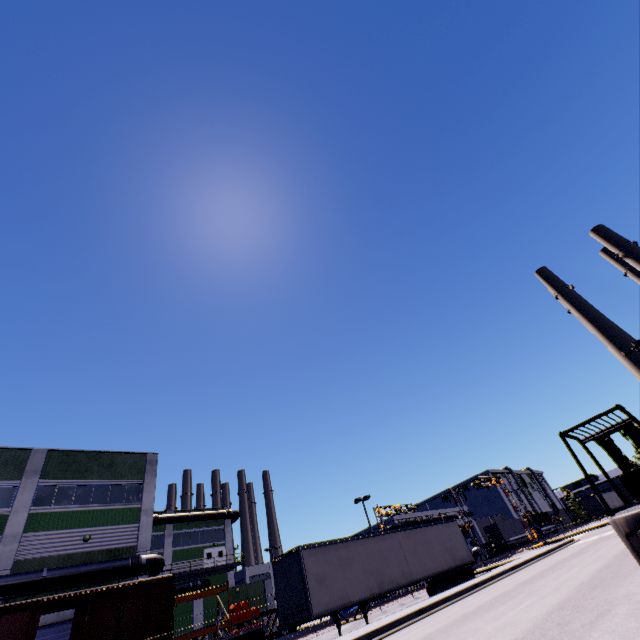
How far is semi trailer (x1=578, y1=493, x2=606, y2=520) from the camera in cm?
5331

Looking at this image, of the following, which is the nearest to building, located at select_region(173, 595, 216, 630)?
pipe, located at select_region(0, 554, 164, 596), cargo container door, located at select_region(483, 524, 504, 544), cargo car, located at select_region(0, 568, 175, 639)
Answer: pipe, located at select_region(0, 554, 164, 596)

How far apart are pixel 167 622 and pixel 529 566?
21.73m

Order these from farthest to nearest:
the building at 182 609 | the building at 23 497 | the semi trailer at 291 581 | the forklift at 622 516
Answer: the building at 182 609
the building at 23 497
the semi trailer at 291 581
the forklift at 622 516

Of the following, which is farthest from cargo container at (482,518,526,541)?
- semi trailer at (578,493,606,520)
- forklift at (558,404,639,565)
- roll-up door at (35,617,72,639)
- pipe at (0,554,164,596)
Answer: forklift at (558,404,639,565)

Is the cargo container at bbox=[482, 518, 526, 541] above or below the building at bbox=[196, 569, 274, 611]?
below

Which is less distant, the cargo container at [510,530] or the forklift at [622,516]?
the forklift at [622,516]

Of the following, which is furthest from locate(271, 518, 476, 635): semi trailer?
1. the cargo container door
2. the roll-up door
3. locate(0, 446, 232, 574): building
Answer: the roll-up door
